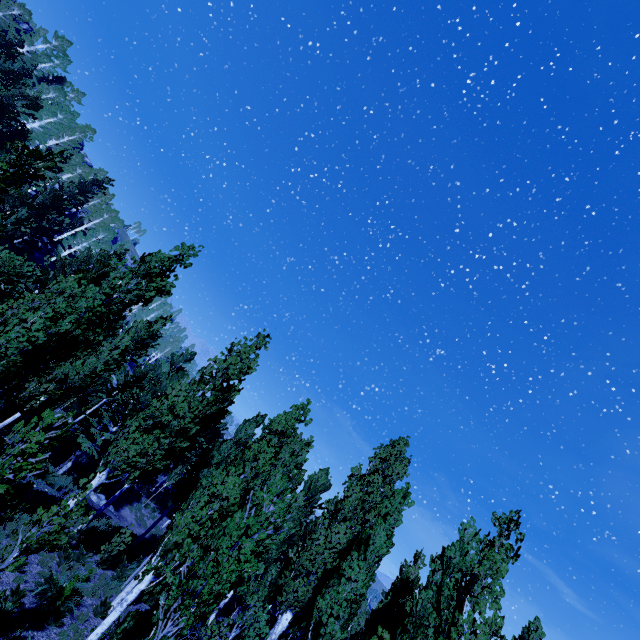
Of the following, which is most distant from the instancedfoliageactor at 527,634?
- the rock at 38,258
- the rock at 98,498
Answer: the rock at 98,498

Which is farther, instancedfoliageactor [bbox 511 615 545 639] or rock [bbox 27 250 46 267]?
rock [bbox 27 250 46 267]

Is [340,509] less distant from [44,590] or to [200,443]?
[44,590]

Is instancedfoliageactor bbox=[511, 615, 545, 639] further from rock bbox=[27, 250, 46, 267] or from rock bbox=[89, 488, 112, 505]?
rock bbox=[89, 488, 112, 505]

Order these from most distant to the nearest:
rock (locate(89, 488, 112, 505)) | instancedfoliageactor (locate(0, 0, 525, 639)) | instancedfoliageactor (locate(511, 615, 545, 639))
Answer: rock (locate(89, 488, 112, 505)) → instancedfoliageactor (locate(511, 615, 545, 639)) → instancedfoliageactor (locate(0, 0, 525, 639))

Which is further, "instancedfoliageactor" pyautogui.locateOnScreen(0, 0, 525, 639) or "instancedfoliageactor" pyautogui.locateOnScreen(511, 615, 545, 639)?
"instancedfoliageactor" pyautogui.locateOnScreen(511, 615, 545, 639)

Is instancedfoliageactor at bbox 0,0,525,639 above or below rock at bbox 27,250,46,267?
below

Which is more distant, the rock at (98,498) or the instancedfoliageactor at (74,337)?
the rock at (98,498)
